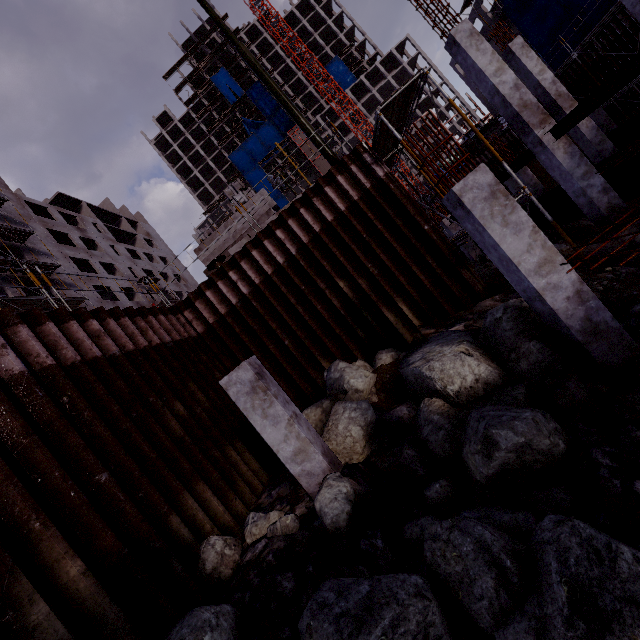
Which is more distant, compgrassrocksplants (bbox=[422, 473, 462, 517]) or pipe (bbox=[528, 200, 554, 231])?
pipe (bbox=[528, 200, 554, 231])

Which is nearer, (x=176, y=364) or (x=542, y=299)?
(x=542, y=299)

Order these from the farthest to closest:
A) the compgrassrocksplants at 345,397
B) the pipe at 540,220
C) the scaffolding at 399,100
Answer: the pipe at 540,220 → the scaffolding at 399,100 → the compgrassrocksplants at 345,397

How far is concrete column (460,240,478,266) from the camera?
19.31m

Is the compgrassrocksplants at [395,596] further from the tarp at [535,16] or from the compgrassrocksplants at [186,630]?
the tarp at [535,16]

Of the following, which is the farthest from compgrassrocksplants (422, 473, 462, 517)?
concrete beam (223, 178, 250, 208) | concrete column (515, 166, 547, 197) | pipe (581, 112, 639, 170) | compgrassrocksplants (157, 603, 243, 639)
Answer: concrete column (515, 166, 547, 197)

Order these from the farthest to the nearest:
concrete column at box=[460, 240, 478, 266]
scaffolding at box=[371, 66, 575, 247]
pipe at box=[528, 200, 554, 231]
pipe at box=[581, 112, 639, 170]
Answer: concrete column at box=[460, 240, 478, 266], pipe at box=[528, 200, 554, 231], pipe at box=[581, 112, 639, 170], scaffolding at box=[371, 66, 575, 247]

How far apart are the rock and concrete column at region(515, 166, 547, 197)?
15.7m
